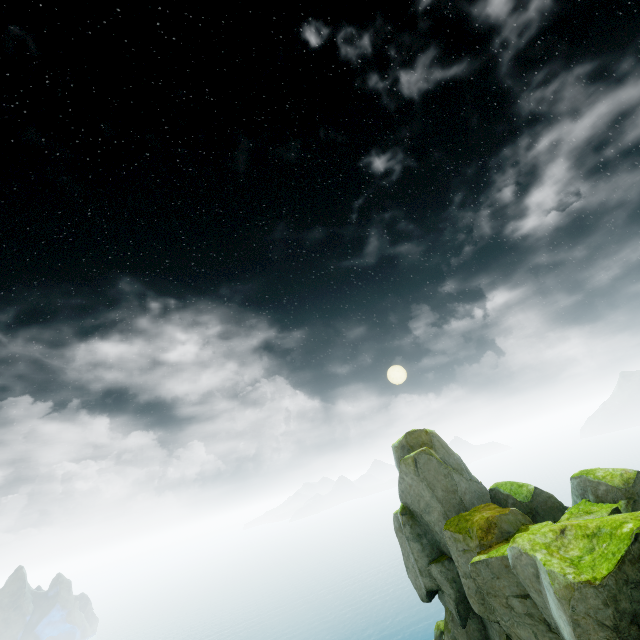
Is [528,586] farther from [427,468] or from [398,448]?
[398,448]
